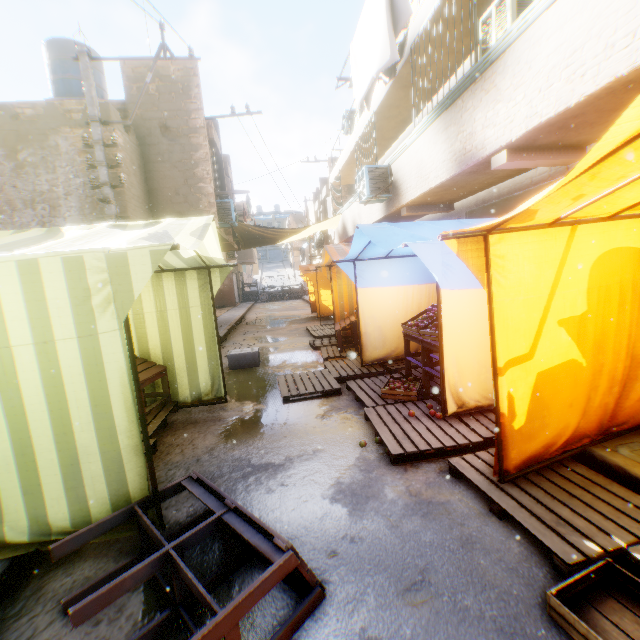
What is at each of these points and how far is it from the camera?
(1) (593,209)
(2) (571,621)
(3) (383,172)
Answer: (1) tent, 2.4m
(2) wooden box, 1.7m
(3) air conditioner, 8.5m

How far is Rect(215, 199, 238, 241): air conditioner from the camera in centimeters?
1121cm

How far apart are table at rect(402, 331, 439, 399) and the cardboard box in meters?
2.8 m

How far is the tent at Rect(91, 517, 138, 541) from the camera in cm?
237

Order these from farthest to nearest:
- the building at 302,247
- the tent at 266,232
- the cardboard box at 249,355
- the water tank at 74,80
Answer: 1. the building at 302,247
2. the tent at 266,232
3. the water tank at 74,80
4. the cardboard box at 249,355

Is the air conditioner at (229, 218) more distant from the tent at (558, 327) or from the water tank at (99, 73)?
the water tank at (99, 73)

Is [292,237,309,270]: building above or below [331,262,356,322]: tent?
above

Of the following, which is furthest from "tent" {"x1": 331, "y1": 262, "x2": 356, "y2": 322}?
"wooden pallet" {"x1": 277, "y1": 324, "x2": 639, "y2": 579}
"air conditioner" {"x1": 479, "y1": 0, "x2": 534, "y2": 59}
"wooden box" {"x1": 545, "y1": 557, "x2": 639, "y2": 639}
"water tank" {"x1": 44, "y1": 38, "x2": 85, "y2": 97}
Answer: "water tank" {"x1": 44, "y1": 38, "x2": 85, "y2": 97}
